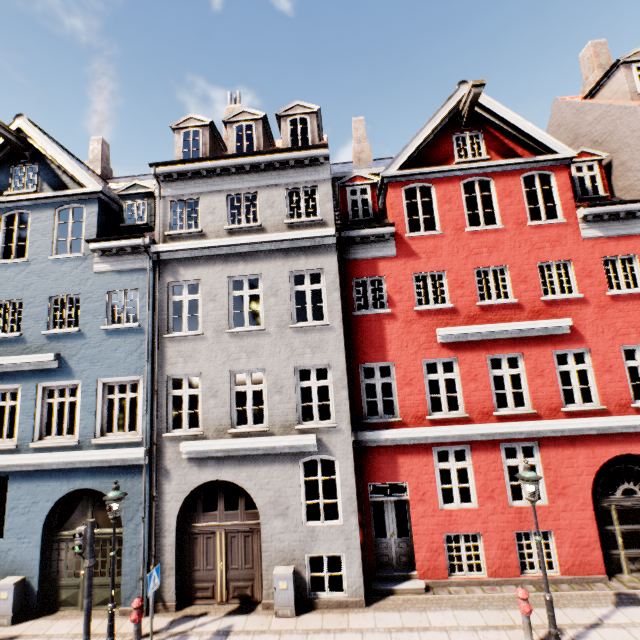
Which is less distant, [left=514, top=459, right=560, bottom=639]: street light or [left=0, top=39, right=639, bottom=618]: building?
[left=514, top=459, right=560, bottom=639]: street light

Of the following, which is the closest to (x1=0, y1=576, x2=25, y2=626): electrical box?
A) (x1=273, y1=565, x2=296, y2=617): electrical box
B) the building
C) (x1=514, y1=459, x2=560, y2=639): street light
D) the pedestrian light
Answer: the building

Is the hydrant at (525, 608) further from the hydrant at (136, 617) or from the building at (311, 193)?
the hydrant at (136, 617)

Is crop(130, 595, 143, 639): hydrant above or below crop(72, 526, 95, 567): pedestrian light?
below

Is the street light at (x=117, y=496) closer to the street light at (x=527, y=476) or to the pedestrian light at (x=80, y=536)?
the pedestrian light at (x=80, y=536)

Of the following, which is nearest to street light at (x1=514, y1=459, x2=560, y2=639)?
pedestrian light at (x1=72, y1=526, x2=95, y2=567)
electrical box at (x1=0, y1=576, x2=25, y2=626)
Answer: pedestrian light at (x1=72, y1=526, x2=95, y2=567)

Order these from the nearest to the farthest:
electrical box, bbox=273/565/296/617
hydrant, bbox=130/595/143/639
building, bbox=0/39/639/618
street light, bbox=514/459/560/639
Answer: street light, bbox=514/459/560/639
hydrant, bbox=130/595/143/639
electrical box, bbox=273/565/296/617
building, bbox=0/39/639/618

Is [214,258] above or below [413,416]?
above
